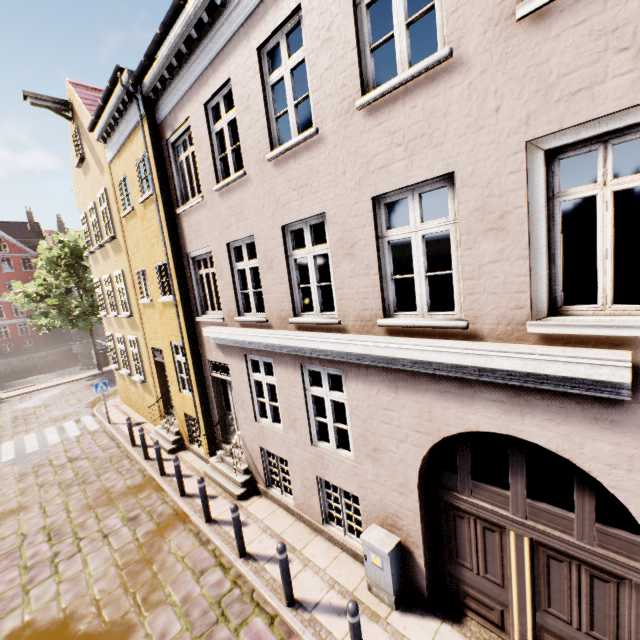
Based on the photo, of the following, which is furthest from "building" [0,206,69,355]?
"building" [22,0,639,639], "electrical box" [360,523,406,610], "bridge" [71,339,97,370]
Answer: "electrical box" [360,523,406,610]

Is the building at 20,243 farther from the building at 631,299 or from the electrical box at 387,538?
the electrical box at 387,538

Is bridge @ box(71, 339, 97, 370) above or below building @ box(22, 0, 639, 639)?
below

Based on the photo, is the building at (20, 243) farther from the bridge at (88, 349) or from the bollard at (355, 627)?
the bollard at (355, 627)

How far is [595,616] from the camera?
3.64m

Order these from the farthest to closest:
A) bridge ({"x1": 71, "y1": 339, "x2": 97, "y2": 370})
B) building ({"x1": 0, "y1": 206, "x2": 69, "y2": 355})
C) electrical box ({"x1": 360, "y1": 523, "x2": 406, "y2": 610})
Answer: building ({"x1": 0, "y1": 206, "x2": 69, "y2": 355})
bridge ({"x1": 71, "y1": 339, "x2": 97, "y2": 370})
electrical box ({"x1": 360, "y1": 523, "x2": 406, "y2": 610})

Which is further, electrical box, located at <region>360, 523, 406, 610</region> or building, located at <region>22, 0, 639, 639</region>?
electrical box, located at <region>360, 523, 406, 610</region>

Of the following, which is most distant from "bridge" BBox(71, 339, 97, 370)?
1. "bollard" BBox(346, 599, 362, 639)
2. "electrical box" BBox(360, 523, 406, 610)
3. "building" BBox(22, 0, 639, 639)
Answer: "bollard" BBox(346, 599, 362, 639)
